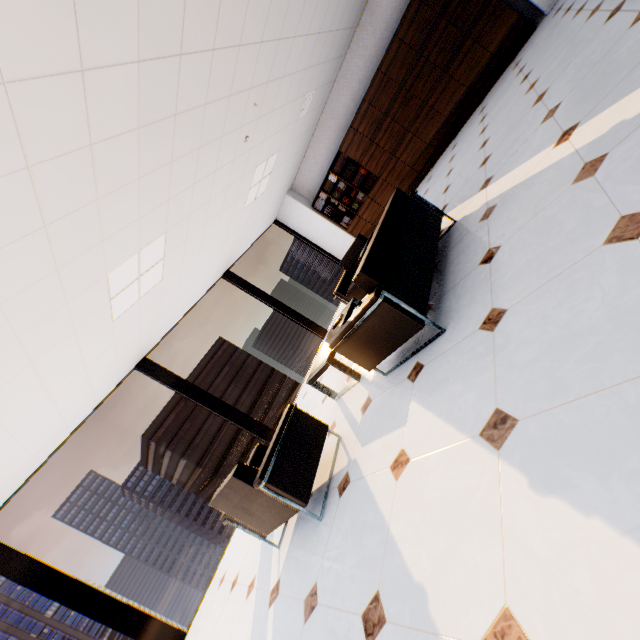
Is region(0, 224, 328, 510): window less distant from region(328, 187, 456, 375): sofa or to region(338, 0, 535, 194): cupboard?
region(338, 0, 535, 194): cupboard

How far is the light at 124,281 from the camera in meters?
3.7

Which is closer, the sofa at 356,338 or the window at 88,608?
the sofa at 356,338

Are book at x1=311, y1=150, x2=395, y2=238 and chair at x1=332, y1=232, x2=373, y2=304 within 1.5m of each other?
no

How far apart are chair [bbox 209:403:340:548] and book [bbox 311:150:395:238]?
7.0m

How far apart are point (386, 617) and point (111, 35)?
3.65m

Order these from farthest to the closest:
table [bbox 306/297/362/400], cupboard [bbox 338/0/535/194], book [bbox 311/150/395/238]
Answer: book [bbox 311/150/395/238] < cupboard [bbox 338/0/535/194] < table [bbox 306/297/362/400]

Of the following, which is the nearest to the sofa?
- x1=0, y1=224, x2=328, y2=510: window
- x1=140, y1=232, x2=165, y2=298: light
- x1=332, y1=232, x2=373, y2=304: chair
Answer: x1=332, y1=232, x2=373, y2=304: chair
